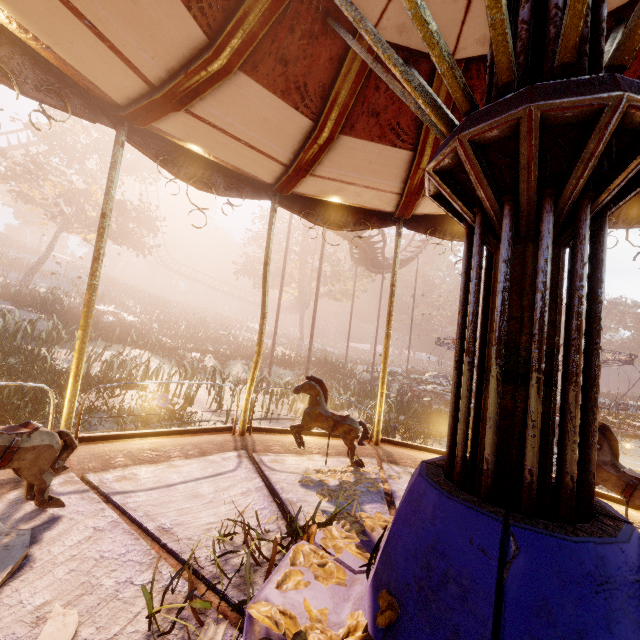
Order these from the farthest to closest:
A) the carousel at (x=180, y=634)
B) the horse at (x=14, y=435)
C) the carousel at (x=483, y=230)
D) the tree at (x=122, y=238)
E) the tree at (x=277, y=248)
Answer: the tree at (x=277, y=248) < the tree at (x=122, y=238) < the horse at (x=14, y=435) < the carousel at (x=180, y=634) < the carousel at (x=483, y=230)

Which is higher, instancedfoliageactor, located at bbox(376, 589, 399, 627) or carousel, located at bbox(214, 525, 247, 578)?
instancedfoliageactor, located at bbox(376, 589, 399, 627)

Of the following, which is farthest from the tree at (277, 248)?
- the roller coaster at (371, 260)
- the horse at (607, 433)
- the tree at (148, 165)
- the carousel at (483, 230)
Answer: the horse at (607, 433)

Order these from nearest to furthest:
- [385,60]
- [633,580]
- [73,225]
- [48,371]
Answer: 1. [633,580]
2. [385,60]
3. [48,371]
4. [73,225]

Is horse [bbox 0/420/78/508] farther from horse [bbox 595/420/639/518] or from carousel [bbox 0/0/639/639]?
horse [bbox 595/420/639/518]

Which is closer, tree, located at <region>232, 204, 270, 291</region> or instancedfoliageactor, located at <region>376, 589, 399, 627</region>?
instancedfoliageactor, located at <region>376, 589, 399, 627</region>

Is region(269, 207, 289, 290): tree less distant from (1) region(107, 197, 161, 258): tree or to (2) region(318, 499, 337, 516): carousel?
(1) region(107, 197, 161, 258): tree
